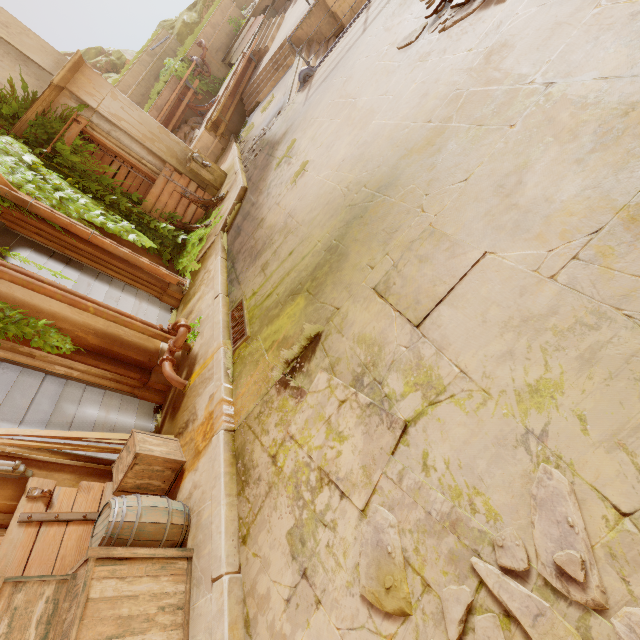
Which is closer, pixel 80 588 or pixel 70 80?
pixel 80 588

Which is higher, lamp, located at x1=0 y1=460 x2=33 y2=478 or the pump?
lamp, located at x1=0 y1=460 x2=33 y2=478

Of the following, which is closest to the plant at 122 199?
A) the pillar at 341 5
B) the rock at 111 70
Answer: the pillar at 341 5

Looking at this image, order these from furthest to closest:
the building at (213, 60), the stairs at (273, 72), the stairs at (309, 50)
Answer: the building at (213, 60)
the stairs at (273, 72)
the stairs at (309, 50)

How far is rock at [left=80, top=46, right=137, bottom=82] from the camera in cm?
2189

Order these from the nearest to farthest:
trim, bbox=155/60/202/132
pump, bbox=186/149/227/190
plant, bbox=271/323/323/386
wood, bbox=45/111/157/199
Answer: plant, bbox=271/323/323/386 → wood, bbox=45/111/157/199 → pump, bbox=186/149/227/190 → trim, bbox=155/60/202/132

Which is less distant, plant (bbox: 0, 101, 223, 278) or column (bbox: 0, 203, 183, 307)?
column (bbox: 0, 203, 183, 307)

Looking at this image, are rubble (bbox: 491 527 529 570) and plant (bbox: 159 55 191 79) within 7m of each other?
no
